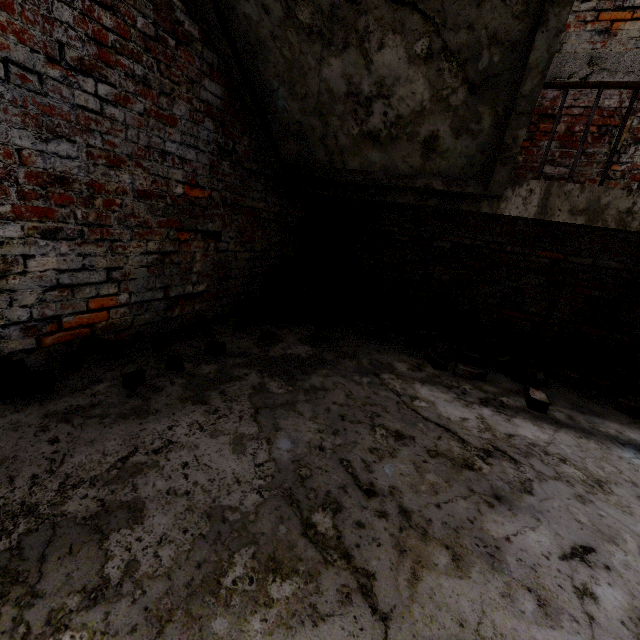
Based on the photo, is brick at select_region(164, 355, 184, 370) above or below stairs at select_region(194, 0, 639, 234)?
below

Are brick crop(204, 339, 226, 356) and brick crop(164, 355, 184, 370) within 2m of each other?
yes

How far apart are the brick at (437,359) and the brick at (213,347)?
1.9 meters

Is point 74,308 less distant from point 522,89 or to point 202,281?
point 202,281

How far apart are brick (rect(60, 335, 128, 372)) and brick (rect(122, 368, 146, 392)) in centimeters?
38cm

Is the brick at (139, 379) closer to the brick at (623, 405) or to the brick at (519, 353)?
the brick at (519, 353)

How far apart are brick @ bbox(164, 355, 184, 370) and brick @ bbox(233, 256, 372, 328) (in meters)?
1.66

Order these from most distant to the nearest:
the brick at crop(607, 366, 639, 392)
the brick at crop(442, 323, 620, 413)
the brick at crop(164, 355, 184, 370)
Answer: the brick at crop(607, 366, 639, 392)
the brick at crop(442, 323, 620, 413)
the brick at crop(164, 355, 184, 370)
